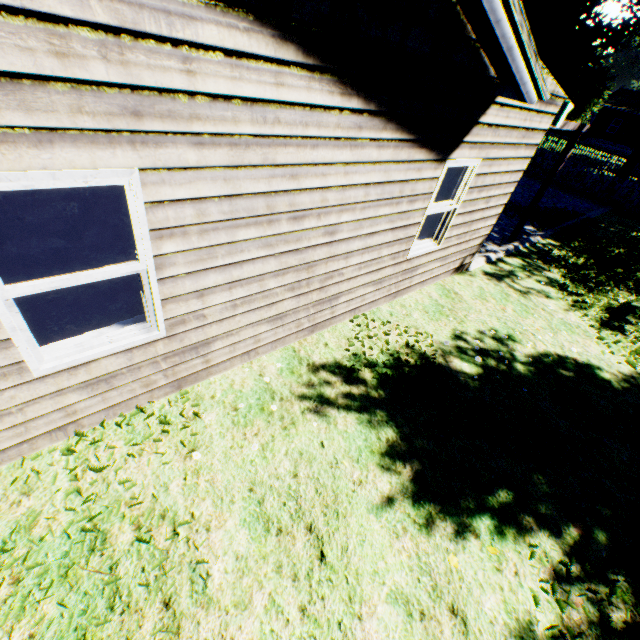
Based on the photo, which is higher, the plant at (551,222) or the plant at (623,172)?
the plant at (623,172)

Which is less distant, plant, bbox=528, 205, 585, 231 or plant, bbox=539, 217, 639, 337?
plant, bbox=539, 217, 639, 337

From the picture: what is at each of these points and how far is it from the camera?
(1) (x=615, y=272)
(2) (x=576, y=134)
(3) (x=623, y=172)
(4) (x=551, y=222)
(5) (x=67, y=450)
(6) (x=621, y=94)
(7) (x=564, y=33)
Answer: (1) plant, 9.47m
(2) veranda, 7.91m
(3) plant, 17.83m
(4) plant, 12.22m
(5) plant, 3.13m
(6) house, 42.69m
(7) plant, 21.73m

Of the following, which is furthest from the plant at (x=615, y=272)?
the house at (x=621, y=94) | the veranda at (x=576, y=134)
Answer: the veranda at (x=576, y=134)

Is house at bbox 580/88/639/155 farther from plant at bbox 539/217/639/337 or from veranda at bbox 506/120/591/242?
veranda at bbox 506/120/591/242

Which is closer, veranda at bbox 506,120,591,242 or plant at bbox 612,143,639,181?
veranda at bbox 506,120,591,242

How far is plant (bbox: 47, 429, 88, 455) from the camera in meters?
3.1 m
